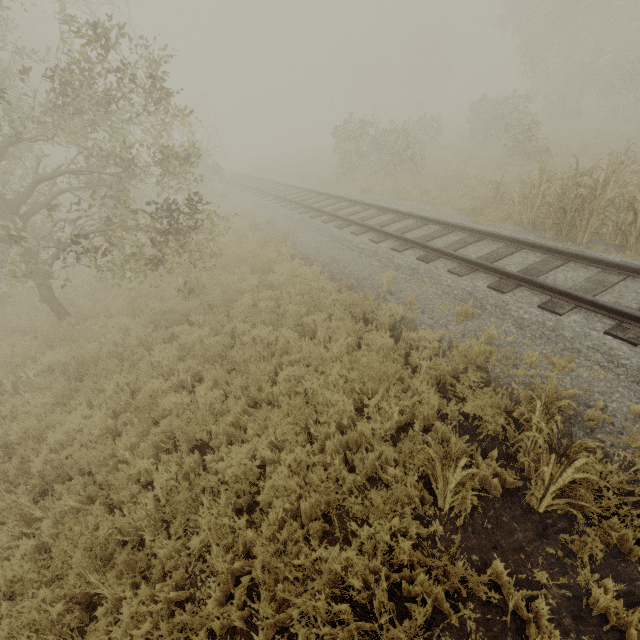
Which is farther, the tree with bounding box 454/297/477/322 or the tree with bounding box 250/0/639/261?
the tree with bounding box 250/0/639/261

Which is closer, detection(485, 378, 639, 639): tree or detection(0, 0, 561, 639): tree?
detection(485, 378, 639, 639): tree

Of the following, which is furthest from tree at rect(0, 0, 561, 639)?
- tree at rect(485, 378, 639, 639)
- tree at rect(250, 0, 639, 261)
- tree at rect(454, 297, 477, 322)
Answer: tree at rect(250, 0, 639, 261)

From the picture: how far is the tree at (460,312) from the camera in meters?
5.9 m

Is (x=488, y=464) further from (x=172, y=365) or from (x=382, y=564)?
(x=172, y=365)

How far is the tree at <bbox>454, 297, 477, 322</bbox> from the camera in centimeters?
587cm

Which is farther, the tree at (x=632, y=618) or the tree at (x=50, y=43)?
the tree at (x=50, y=43)

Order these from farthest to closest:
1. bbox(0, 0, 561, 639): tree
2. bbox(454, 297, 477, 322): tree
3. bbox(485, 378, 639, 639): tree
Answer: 1. bbox(454, 297, 477, 322): tree
2. bbox(0, 0, 561, 639): tree
3. bbox(485, 378, 639, 639): tree
